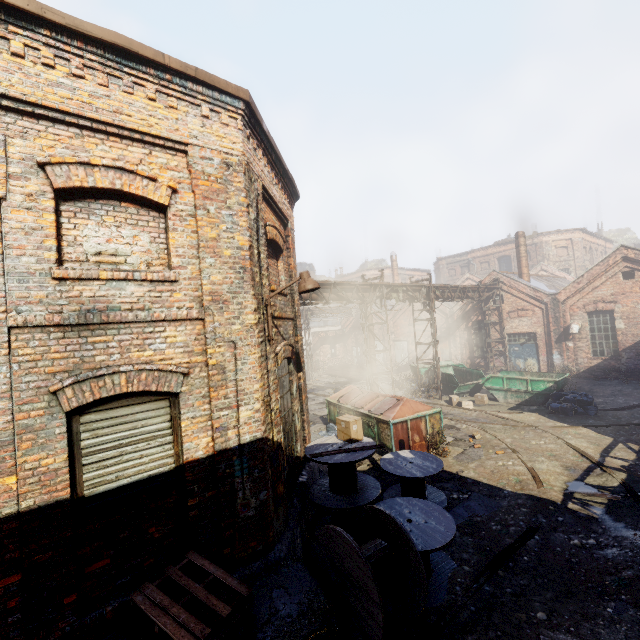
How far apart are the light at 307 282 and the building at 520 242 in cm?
2318

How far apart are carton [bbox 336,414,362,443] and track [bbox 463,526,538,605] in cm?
297

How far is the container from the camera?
14.95m

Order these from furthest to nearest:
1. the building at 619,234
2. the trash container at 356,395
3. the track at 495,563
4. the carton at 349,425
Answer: the building at 619,234 → the trash container at 356,395 → the carton at 349,425 → the track at 495,563

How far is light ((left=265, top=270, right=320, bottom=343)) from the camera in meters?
5.7 m

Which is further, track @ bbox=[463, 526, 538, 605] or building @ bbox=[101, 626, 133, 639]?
track @ bbox=[463, 526, 538, 605]

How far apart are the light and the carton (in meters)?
2.64

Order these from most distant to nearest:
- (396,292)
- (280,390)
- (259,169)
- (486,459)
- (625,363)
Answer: (625,363) < (396,292) < (486,459) < (280,390) < (259,169)
